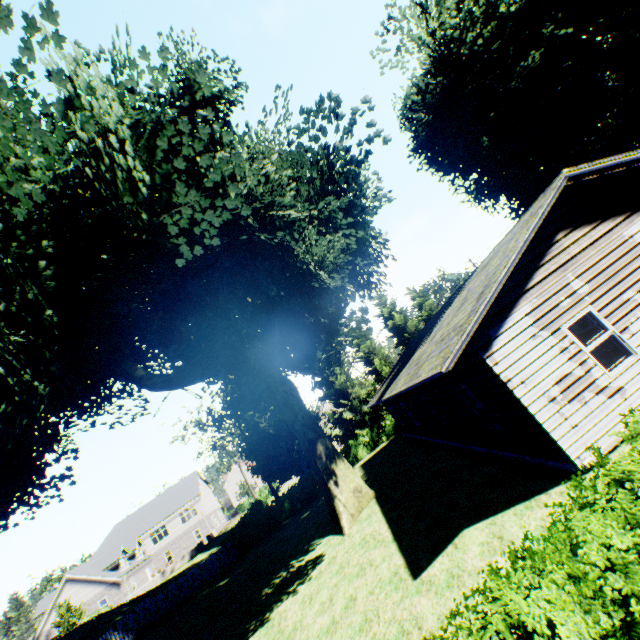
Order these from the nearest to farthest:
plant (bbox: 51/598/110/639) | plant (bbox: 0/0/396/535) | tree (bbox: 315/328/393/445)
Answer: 1. plant (bbox: 0/0/396/535)
2. plant (bbox: 51/598/110/639)
3. tree (bbox: 315/328/393/445)

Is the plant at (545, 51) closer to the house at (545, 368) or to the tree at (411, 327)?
the tree at (411, 327)

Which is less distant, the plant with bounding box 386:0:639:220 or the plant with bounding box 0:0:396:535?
the plant with bounding box 0:0:396:535

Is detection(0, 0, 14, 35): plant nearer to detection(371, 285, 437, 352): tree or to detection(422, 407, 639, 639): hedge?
detection(371, 285, 437, 352): tree

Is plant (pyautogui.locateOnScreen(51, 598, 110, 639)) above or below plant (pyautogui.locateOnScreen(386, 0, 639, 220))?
below

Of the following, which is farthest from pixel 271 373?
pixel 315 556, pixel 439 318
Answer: pixel 439 318

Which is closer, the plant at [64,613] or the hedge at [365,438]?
the plant at [64,613]
